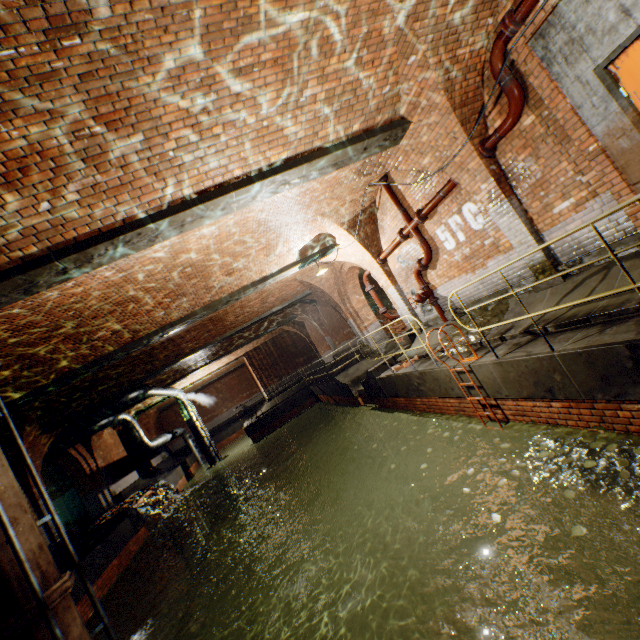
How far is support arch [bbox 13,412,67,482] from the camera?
10.7m

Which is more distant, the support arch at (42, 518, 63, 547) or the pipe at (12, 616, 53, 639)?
the support arch at (42, 518, 63, 547)

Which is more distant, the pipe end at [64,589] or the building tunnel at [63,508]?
the building tunnel at [63,508]

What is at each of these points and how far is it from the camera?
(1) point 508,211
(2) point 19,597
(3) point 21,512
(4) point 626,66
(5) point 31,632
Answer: (1) support arch, 6.0 meters
(2) pipe, 4.9 meters
(3) pipe, 5.4 meters
(4) door, 4.0 meters
(5) pipe, 4.9 meters

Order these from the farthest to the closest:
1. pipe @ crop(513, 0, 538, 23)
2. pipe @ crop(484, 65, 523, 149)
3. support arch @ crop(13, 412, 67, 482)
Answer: support arch @ crop(13, 412, 67, 482)
pipe @ crop(484, 65, 523, 149)
pipe @ crop(513, 0, 538, 23)

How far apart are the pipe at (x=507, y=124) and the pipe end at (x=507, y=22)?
0.0 meters

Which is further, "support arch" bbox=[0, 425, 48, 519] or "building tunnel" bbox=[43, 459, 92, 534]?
"building tunnel" bbox=[43, 459, 92, 534]

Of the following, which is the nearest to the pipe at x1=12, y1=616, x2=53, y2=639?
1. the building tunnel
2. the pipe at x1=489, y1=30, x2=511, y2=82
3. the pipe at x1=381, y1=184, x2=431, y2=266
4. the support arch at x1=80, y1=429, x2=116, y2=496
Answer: the building tunnel
